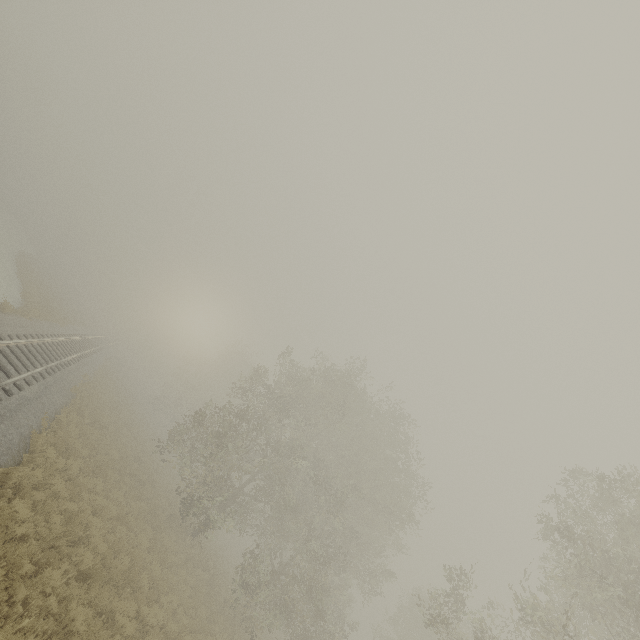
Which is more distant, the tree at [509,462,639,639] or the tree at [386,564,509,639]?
the tree at [386,564,509,639]

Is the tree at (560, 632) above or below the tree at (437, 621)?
above

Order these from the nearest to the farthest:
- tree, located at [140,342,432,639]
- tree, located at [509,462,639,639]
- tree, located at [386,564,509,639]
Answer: tree, located at [509,462,639,639] < tree, located at [386,564,509,639] < tree, located at [140,342,432,639]

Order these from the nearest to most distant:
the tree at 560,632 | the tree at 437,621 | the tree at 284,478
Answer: the tree at 560,632 < the tree at 437,621 < the tree at 284,478

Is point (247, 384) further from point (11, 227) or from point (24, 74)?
point (24, 74)

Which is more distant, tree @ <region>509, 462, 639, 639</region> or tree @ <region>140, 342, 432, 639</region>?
tree @ <region>140, 342, 432, 639</region>

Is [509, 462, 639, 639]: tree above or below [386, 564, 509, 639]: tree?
above
